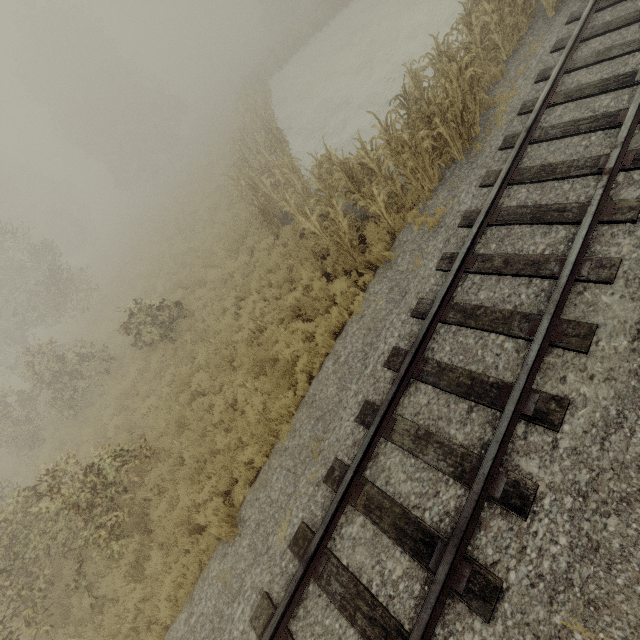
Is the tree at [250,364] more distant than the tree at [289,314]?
No

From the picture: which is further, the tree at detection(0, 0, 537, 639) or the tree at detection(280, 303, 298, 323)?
the tree at detection(280, 303, 298, 323)

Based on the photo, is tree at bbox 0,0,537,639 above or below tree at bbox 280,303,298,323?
above

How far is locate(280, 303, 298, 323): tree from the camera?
8.54m

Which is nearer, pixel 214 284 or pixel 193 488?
pixel 193 488

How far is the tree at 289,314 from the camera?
8.54m
